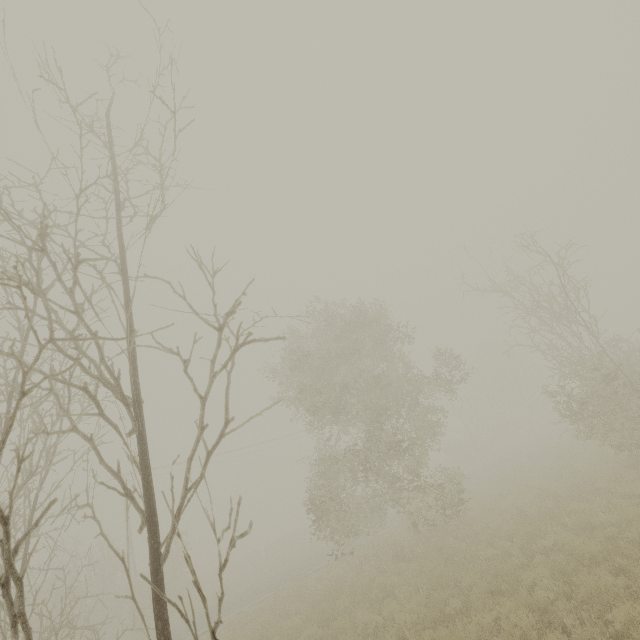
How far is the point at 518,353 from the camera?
48.19m
